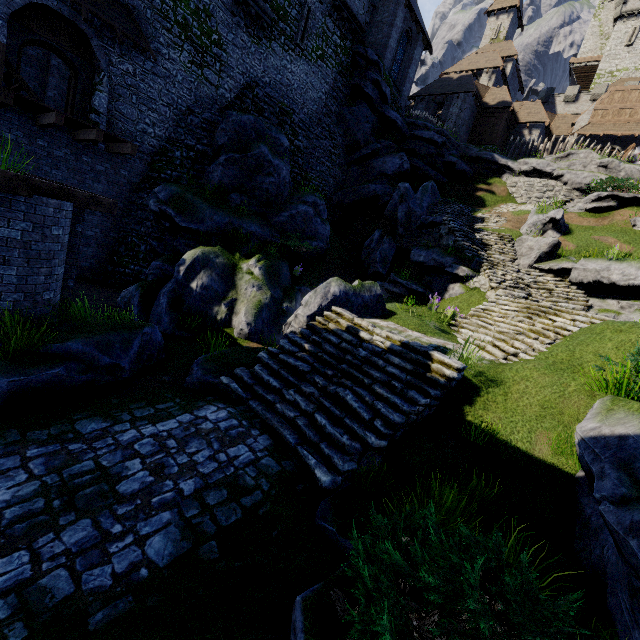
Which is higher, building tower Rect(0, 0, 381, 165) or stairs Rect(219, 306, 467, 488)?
building tower Rect(0, 0, 381, 165)

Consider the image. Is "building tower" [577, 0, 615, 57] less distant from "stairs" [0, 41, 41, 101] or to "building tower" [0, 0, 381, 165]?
"building tower" [0, 0, 381, 165]

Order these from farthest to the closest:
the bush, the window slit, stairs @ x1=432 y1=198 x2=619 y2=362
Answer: the window slit
stairs @ x1=432 y1=198 x2=619 y2=362
the bush

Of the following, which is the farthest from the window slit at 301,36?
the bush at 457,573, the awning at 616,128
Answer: the awning at 616,128

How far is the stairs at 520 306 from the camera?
9.30m

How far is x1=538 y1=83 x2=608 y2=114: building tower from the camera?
41.62m

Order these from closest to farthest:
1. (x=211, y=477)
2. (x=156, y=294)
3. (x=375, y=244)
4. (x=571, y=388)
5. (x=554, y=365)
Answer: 1. (x=211, y=477)
2. (x=571, y=388)
3. (x=554, y=365)
4. (x=156, y=294)
5. (x=375, y=244)

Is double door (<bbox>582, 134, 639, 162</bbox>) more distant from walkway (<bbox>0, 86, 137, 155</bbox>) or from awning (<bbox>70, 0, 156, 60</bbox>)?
walkway (<bbox>0, 86, 137, 155</bbox>)
